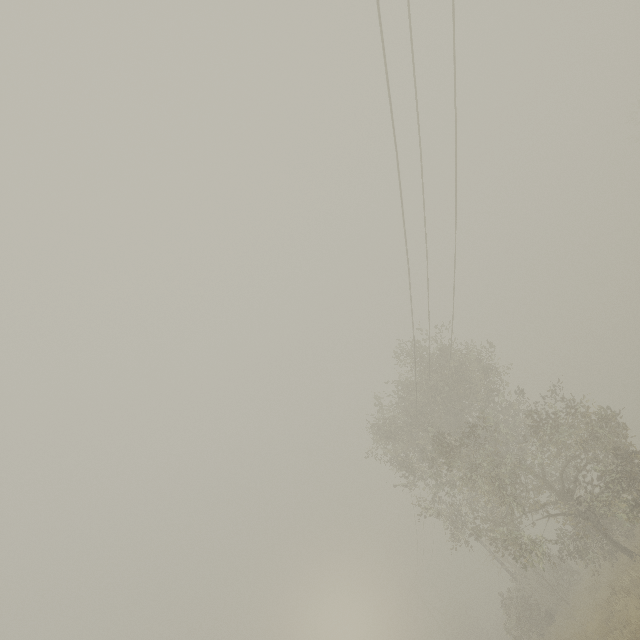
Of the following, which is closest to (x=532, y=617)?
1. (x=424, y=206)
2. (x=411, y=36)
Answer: (x=424, y=206)

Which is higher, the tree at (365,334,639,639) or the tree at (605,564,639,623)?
the tree at (365,334,639,639)

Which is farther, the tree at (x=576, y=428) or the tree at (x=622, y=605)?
the tree at (x=576, y=428)

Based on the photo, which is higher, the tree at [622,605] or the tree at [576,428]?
the tree at [576,428]

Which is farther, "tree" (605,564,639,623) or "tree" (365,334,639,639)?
"tree" (365,334,639,639)
